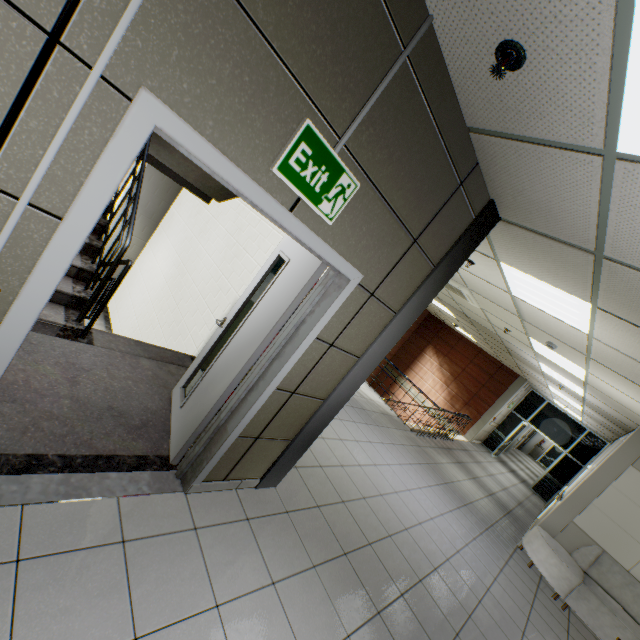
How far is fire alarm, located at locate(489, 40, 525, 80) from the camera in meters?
1.4

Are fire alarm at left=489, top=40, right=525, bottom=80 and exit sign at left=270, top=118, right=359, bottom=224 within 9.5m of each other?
yes

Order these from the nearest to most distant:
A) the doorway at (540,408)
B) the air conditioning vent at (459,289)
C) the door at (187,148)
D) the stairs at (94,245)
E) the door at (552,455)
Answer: the door at (187,148), the stairs at (94,245), the air conditioning vent at (459,289), the doorway at (540,408), the door at (552,455)

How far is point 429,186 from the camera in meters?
2.1 m

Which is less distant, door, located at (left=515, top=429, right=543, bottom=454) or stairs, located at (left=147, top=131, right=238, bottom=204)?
stairs, located at (left=147, top=131, right=238, bottom=204)

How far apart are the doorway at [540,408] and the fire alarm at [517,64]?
14.6 meters

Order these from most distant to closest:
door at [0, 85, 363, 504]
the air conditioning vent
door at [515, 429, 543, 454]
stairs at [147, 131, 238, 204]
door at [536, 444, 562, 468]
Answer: door at [536, 444, 562, 468] → door at [515, 429, 543, 454] → the air conditioning vent → stairs at [147, 131, 238, 204] → door at [0, 85, 363, 504]

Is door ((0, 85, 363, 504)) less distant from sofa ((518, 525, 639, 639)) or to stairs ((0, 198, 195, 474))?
stairs ((0, 198, 195, 474))
